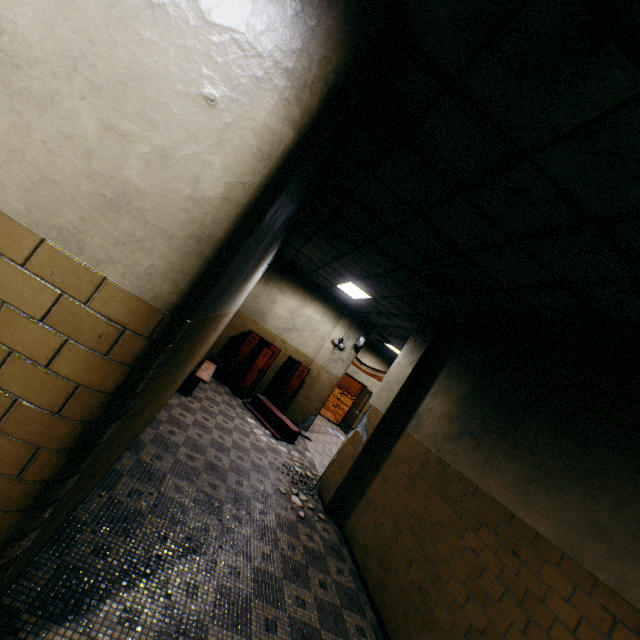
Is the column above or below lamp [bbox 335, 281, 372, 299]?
below

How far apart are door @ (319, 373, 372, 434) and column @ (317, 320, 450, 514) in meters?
6.9

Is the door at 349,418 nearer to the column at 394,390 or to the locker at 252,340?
the locker at 252,340

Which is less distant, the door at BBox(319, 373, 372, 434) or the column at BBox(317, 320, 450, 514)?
the column at BBox(317, 320, 450, 514)

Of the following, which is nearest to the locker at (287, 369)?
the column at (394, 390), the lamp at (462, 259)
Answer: the column at (394, 390)

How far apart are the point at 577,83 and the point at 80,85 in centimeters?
223cm

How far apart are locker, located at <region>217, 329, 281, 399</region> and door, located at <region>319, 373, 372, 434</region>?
4.16m

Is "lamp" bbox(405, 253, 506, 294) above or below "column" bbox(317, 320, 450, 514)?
above
